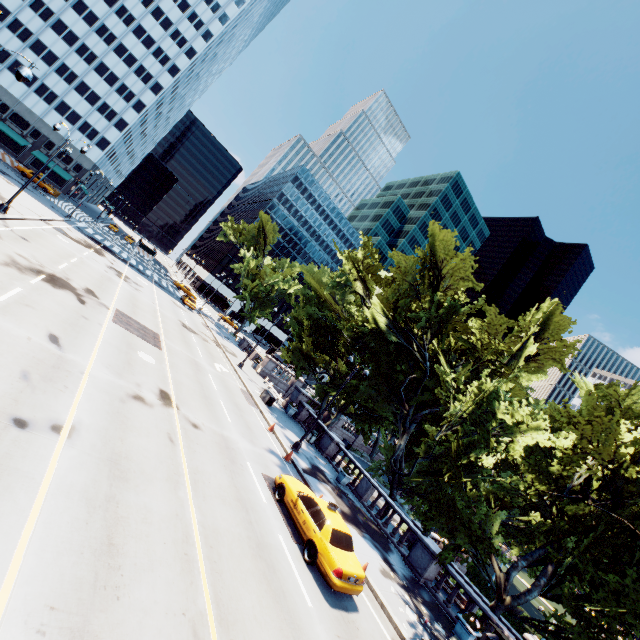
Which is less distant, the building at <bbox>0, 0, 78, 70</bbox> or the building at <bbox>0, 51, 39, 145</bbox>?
the building at <bbox>0, 0, 78, 70</bbox>

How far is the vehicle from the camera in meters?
10.5 m

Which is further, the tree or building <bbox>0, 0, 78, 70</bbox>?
building <bbox>0, 0, 78, 70</bbox>

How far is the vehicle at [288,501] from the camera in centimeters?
1048cm

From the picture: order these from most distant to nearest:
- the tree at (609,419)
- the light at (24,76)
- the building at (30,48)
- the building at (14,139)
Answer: the building at (14,139)
the building at (30,48)
the tree at (609,419)
the light at (24,76)

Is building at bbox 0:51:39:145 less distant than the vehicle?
No

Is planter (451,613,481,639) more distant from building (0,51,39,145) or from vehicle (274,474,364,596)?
building (0,51,39,145)

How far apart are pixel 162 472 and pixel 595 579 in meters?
18.4
